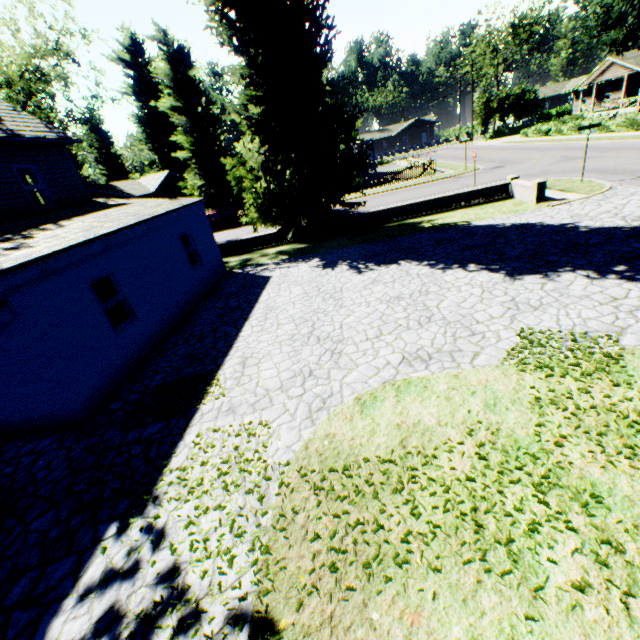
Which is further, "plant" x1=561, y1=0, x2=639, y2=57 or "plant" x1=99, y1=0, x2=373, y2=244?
"plant" x1=561, y1=0, x2=639, y2=57

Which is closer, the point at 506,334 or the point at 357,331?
the point at 506,334

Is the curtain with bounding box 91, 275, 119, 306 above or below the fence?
above

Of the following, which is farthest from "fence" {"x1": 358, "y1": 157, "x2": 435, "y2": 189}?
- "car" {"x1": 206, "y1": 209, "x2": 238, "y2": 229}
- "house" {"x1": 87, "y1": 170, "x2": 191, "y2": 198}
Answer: "car" {"x1": 206, "y1": 209, "x2": 238, "y2": 229}

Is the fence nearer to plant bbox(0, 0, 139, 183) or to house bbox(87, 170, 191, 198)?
plant bbox(0, 0, 139, 183)

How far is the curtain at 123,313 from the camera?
8.8 meters

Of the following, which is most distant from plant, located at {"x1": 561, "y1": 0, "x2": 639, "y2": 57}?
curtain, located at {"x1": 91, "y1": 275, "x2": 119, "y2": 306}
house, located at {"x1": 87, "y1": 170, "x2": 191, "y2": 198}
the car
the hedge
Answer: curtain, located at {"x1": 91, "y1": 275, "x2": 119, "y2": 306}

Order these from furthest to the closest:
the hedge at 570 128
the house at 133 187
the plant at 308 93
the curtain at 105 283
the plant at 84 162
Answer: the house at 133 187 < the hedge at 570 128 < the plant at 84 162 < the plant at 308 93 < the curtain at 105 283
